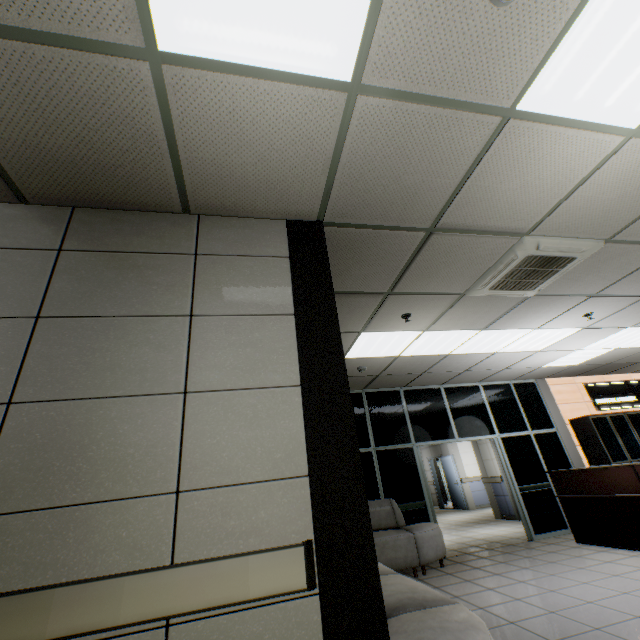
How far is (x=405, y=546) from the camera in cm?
521

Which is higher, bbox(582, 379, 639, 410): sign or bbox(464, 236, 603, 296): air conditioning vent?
bbox(464, 236, 603, 296): air conditioning vent

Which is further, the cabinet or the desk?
the cabinet

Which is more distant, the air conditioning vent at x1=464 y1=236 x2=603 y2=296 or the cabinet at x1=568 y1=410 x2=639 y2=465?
the cabinet at x1=568 y1=410 x2=639 y2=465

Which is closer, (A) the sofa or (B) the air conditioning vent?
(A) the sofa

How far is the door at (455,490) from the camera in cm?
1300

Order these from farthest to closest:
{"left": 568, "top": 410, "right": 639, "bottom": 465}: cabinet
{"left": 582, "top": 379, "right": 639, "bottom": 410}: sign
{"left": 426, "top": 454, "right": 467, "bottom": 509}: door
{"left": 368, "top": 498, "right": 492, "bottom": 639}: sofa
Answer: {"left": 426, "top": 454, "right": 467, "bottom": 509}: door → {"left": 582, "top": 379, "right": 639, "bottom": 410}: sign → {"left": 568, "top": 410, "right": 639, "bottom": 465}: cabinet → {"left": 368, "top": 498, "right": 492, "bottom": 639}: sofa

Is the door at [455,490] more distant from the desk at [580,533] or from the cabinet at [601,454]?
the desk at [580,533]
